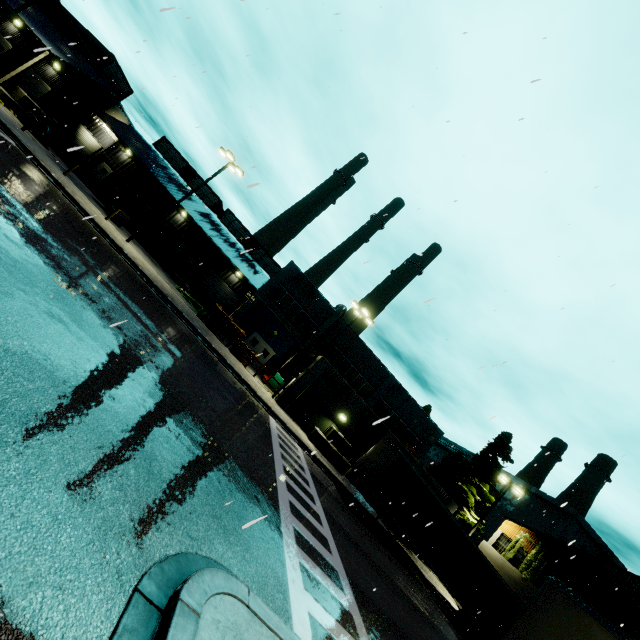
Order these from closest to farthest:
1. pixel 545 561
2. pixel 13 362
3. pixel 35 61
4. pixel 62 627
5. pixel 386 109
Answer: pixel 62 627, pixel 13 362, pixel 386 109, pixel 545 561, pixel 35 61

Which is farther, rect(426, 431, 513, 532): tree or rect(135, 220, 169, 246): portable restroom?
rect(135, 220, 169, 246): portable restroom

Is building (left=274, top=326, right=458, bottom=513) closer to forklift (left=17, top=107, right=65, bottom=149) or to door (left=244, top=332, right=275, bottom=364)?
door (left=244, top=332, right=275, bottom=364)

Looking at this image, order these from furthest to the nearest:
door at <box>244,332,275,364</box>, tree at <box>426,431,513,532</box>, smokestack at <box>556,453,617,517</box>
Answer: smokestack at <box>556,453,617,517</box> → door at <box>244,332,275,364</box> → tree at <box>426,431,513,532</box>

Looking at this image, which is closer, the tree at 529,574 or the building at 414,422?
the tree at 529,574

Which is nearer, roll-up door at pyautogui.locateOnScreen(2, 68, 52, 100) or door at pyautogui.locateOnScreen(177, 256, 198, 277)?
roll-up door at pyautogui.locateOnScreen(2, 68, 52, 100)

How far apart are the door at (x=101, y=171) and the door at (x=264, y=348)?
25.64m

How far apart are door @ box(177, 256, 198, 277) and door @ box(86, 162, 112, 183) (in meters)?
12.64
